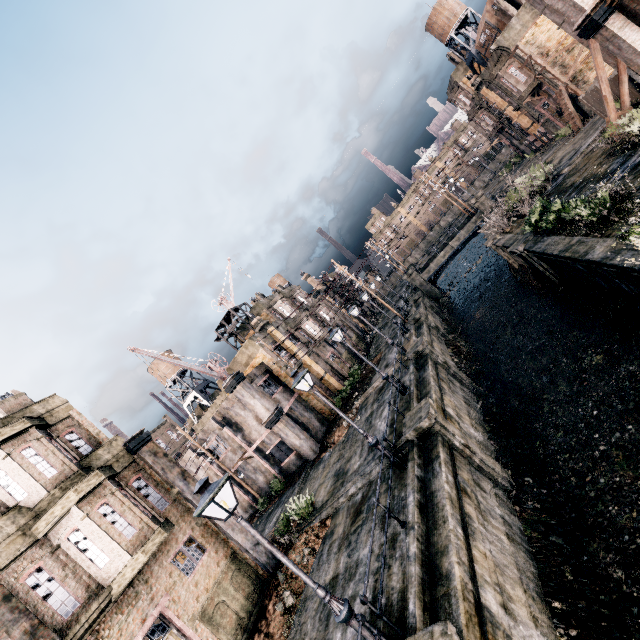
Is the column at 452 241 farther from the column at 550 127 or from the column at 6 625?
the column at 6 625

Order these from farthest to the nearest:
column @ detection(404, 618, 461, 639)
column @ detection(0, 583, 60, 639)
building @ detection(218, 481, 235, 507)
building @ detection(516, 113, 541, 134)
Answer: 1. building @ detection(516, 113, 541, 134)
2. building @ detection(218, 481, 235, 507)
3. column @ detection(0, 583, 60, 639)
4. column @ detection(404, 618, 461, 639)

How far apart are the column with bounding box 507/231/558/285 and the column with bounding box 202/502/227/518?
22.1m

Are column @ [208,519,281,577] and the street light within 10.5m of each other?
yes

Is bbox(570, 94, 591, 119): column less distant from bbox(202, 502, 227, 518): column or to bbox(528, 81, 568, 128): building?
bbox(528, 81, 568, 128): building

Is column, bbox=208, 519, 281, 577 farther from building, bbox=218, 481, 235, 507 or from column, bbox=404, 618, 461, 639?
column, bbox=404, 618, 461, 639

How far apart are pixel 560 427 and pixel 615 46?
17.8 meters

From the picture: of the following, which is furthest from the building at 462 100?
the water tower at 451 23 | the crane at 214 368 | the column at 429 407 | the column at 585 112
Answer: the crane at 214 368
